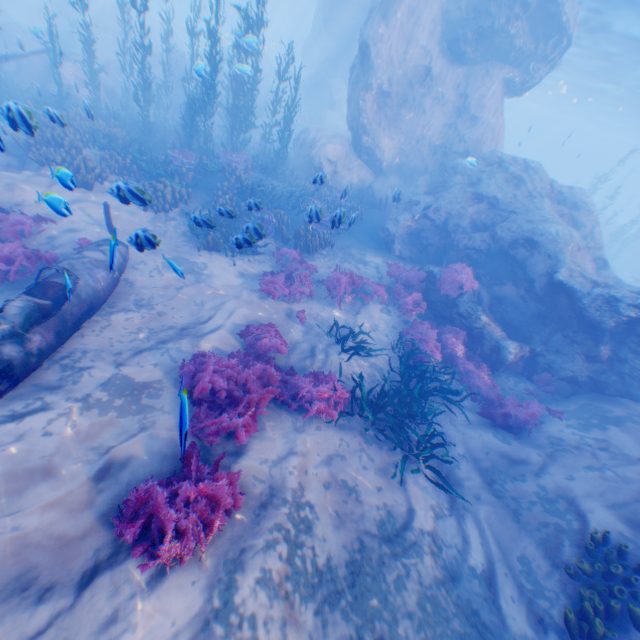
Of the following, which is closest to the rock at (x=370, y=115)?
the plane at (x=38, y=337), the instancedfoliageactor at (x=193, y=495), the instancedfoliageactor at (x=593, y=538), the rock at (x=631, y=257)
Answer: the plane at (x=38, y=337)

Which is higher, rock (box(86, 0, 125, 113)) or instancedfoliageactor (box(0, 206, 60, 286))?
rock (box(86, 0, 125, 113))

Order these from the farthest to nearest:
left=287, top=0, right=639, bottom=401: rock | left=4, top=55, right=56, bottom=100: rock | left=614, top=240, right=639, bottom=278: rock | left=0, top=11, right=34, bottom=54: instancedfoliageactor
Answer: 1. left=614, top=240, right=639, bottom=278: rock
2. left=0, top=11, right=34, bottom=54: instancedfoliageactor
3. left=4, top=55, right=56, bottom=100: rock
4. left=287, top=0, right=639, bottom=401: rock

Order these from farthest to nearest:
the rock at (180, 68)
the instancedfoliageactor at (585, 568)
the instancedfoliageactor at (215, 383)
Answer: the rock at (180, 68) → the instancedfoliageactor at (215, 383) → the instancedfoliageactor at (585, 568)

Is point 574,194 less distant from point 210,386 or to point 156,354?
point 210,386

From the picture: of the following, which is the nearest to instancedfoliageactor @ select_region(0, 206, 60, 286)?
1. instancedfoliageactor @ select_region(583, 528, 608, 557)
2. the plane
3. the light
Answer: the plane

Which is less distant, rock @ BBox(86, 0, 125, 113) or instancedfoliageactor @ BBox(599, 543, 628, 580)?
instancedfoliageactor @ BBox(599, 543, 628, 580)

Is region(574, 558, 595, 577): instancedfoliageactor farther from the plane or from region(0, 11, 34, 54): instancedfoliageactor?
the plane
